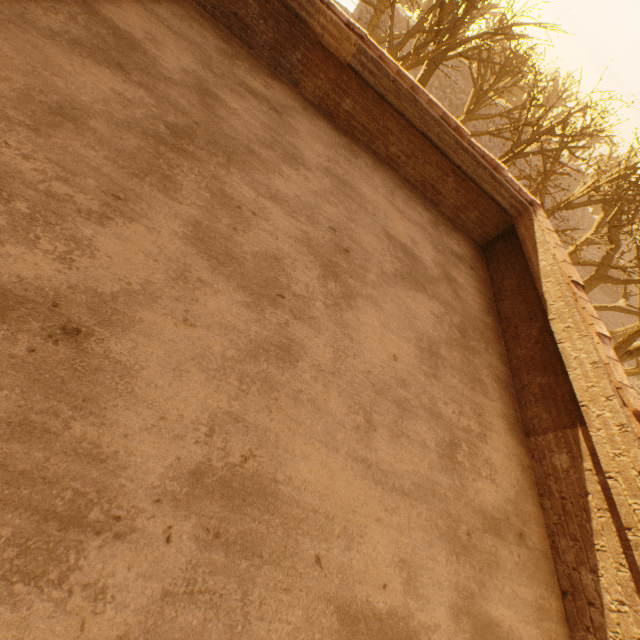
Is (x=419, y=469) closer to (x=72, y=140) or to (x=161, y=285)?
(x=161, y=285)
